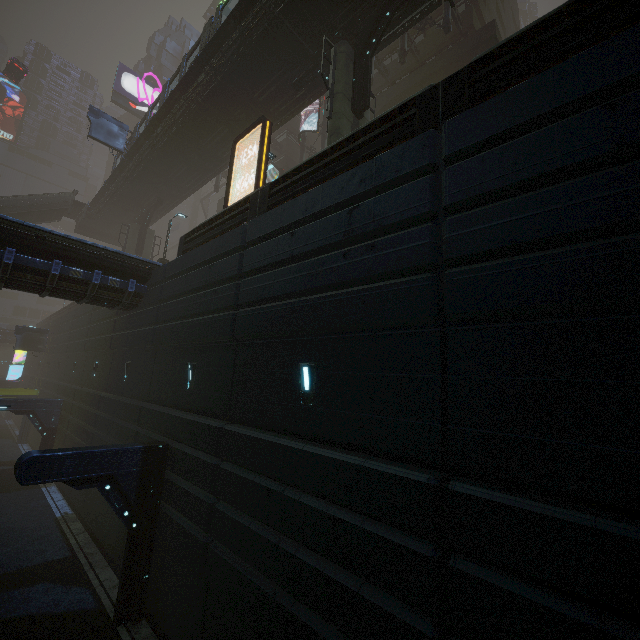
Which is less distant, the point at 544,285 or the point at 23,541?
the point at 544,285

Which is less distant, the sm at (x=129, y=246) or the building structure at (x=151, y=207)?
the building structure at (x=151, y=207)

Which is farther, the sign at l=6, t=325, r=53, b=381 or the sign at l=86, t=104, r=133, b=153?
the sign at l=6, t=325, r=53, b=381

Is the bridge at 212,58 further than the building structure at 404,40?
No

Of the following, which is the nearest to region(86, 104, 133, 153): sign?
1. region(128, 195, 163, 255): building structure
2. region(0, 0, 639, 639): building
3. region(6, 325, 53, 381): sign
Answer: region(128, 195, 163, 255): building structure

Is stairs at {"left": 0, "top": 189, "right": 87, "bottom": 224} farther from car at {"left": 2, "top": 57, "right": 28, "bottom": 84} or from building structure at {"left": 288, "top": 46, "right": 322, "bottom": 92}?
building structure at {"left": 288, "top": 46, "right": 322, "bottom": 92}

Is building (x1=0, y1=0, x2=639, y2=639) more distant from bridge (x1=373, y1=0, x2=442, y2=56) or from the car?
bridge (x1=373, y1=0, x2=442, y2=56)

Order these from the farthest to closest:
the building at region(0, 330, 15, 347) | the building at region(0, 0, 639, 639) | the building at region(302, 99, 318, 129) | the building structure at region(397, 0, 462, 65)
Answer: the building at region(0, 330, 15, 347), the building at region(302, 99, 318, 129), the building structure at region(397, 0, 462, 65), the building at region(0, 0, 639, 639)
